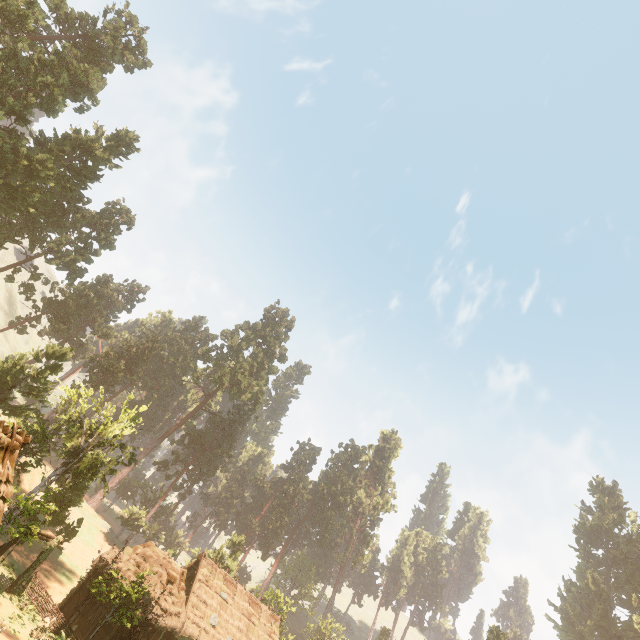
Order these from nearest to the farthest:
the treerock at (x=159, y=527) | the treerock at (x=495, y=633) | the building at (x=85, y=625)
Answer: the building at (x=85, y=625) < the treerock at (x=495, y=633) < the treerock at (x=159, y=527)

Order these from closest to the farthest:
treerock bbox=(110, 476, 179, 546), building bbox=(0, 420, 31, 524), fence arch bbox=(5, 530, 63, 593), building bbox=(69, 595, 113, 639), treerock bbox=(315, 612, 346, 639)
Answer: building bbox=(0, 420, 31, 524) < fence arch bbox=(5, 530, 63, 593) < building bbox=(69, 595, 113, 639) < treerock bbox=(110, 476, 179, 546) < treerock bbox=(315, 612, 346, 639)

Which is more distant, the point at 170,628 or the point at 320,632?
the point at 320,632

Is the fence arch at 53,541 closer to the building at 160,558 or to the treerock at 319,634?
the building at 160,558

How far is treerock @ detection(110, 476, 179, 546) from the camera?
49.03m

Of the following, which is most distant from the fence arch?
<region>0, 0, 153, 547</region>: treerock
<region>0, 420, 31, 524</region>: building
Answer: <region>0, 0, 153, 547</region>: treerock

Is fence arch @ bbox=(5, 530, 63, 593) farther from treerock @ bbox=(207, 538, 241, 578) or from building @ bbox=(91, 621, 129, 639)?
treerock @ bbox=(207, 538, 241, 578)
